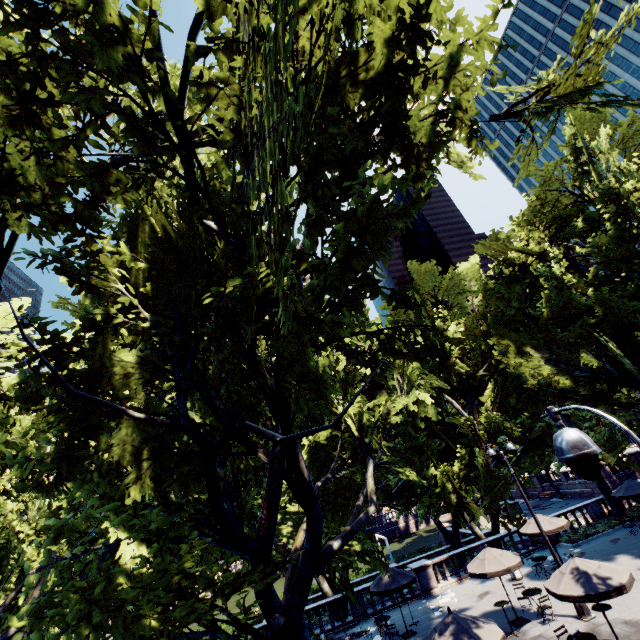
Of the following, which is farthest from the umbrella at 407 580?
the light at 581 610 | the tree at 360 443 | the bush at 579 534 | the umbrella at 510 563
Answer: the bush at 579 534

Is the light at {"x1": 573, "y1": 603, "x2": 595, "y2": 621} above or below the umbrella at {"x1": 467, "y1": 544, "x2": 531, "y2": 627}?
below

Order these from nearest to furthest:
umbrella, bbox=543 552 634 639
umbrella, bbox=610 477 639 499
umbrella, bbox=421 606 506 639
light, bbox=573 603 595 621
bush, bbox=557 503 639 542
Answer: umbrella, bbox=421 606 506 639
umbrella, bbox=543 552 634 639
light, bbox=573 603 595 621
umbrella, bbox=610 477 639 499
bush, bbox=557 503 639 542

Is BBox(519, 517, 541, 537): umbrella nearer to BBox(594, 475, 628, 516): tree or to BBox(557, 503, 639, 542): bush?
BBox(594, 475, 628, 516): tree

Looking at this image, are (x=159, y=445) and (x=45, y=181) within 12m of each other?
yes

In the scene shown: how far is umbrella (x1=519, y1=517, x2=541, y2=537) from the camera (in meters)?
19.02

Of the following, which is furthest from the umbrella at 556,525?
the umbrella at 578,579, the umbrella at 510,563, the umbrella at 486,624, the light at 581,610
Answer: the umbrella at 486,624

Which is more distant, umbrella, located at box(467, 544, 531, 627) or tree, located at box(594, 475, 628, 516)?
tree, located at box(594, 475, 628, 516)
